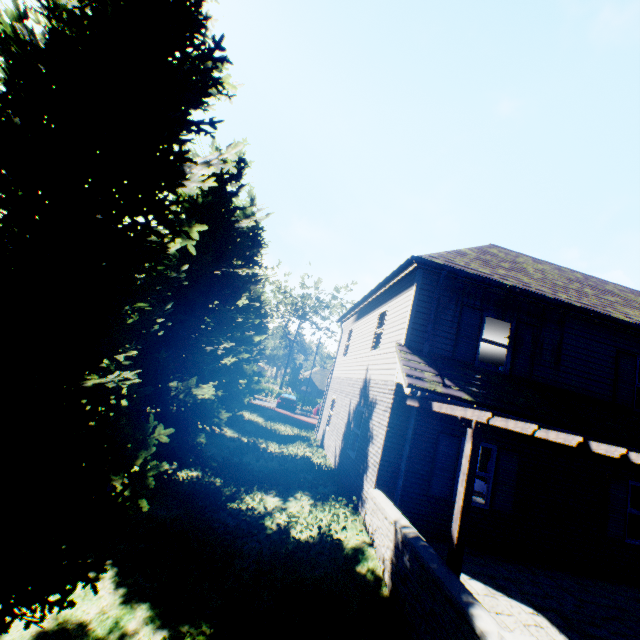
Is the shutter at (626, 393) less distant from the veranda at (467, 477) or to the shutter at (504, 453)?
the veranda at (467, 477)

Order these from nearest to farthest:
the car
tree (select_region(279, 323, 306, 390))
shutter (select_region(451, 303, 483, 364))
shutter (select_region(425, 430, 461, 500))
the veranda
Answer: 1. the veranda
2. shutter (select_region(425, 430, 461, 500))
3. shutter (select_region(451, 303, 483, 364))
4. the car
5. tree (select_region(279, 323, 306, 390))

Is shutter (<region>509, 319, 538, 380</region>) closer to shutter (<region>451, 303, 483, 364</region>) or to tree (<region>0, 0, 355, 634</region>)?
shutter (<region>451, 303, 483, 364</region>)

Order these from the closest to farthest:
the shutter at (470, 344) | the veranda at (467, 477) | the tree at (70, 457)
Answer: the tree at (70, 457) < the veranda at (467, 477) < the shutter at (470, 344)

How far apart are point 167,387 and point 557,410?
11.2m

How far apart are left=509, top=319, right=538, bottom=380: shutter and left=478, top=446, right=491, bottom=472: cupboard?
2.11m

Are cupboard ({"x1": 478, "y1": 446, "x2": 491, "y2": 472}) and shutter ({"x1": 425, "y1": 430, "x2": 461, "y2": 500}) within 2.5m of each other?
yes

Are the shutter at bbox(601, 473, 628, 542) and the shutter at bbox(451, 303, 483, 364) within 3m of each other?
no
